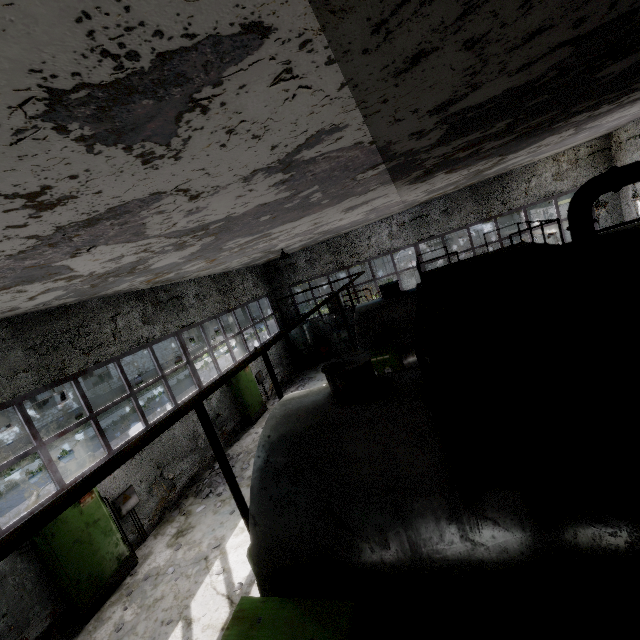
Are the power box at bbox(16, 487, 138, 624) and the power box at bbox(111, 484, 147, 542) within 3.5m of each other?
yes

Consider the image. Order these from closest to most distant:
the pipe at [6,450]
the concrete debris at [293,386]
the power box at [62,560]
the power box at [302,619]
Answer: the power box at [302,619], the power box at [62,560], the concrete debris at [293,386], the pipe at [6,450]

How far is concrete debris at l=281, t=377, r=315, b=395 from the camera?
16.5m

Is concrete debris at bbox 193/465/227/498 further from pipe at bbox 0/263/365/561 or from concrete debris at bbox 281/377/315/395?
pipe at bbox 0/263/365/561

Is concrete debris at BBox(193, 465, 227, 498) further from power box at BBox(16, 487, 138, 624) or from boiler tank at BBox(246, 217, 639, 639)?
boiler tank at BBox(246, 217, 639, 639)

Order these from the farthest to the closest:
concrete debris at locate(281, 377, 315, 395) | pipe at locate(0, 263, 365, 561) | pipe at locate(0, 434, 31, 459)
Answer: pipe at locate(0, 434, 31, 459) → concrete debris at locate(281, 377, 315, 395) → pipe at locate(0, 263, 365, 561)

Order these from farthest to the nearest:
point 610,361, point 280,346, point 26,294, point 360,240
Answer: point 280,346, point 360,240, point 26,294, point 610,361

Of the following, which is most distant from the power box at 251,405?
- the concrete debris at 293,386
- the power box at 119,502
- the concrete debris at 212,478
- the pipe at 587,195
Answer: the pipe at 587,195
